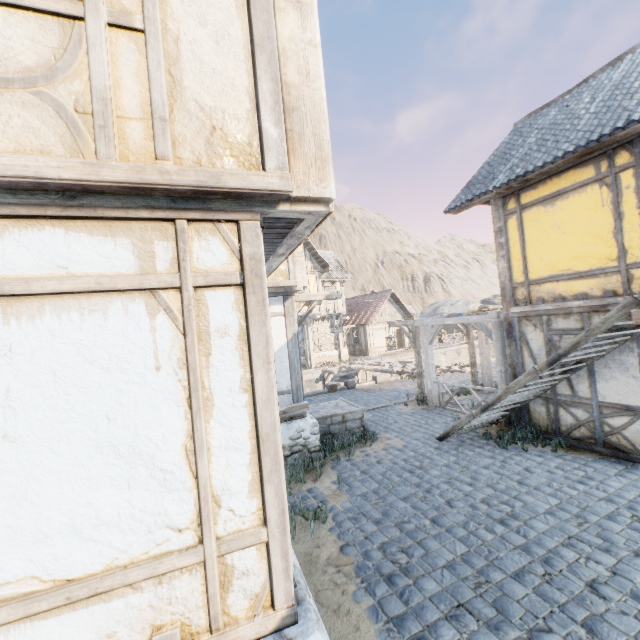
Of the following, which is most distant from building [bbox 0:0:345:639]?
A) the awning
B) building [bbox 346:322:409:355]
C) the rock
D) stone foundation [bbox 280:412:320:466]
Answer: building [bbox 346:322:409:355]

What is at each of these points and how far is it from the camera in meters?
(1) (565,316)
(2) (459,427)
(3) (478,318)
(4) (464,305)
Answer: (1) building, 6.8
(2) stairs, 7.2
(3) awning, 8.9
(4) rock, 48.8

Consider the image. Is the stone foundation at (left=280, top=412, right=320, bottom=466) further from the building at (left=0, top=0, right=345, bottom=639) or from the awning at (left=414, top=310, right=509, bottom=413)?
A: the awning at (left=414, top=310, right=509, bottom=413)

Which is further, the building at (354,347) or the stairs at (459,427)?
the building at (354,347)

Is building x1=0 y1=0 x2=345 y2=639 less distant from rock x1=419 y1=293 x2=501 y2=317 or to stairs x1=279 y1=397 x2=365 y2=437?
stairs x1=279 y1=397 x2=365 y2=437

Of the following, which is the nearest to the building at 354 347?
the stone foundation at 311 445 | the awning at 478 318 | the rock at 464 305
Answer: the rock at 464 305

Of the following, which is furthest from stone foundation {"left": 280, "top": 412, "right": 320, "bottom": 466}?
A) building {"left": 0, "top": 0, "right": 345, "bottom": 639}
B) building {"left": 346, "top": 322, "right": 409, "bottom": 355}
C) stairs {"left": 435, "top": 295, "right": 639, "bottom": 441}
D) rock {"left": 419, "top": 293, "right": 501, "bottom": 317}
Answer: building {"left": 346, "top": 322, "right": 409, "bottom": 355}

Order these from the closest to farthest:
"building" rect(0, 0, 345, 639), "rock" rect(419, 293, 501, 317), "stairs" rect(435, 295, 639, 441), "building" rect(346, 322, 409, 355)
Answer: "building" rect(0, 0, 345, 639)
"stairs" rect(435, 295, 639, 441)
"building" rect(346, 322, 409, 355)
"rock" rect(419, 293, 501, 317)
